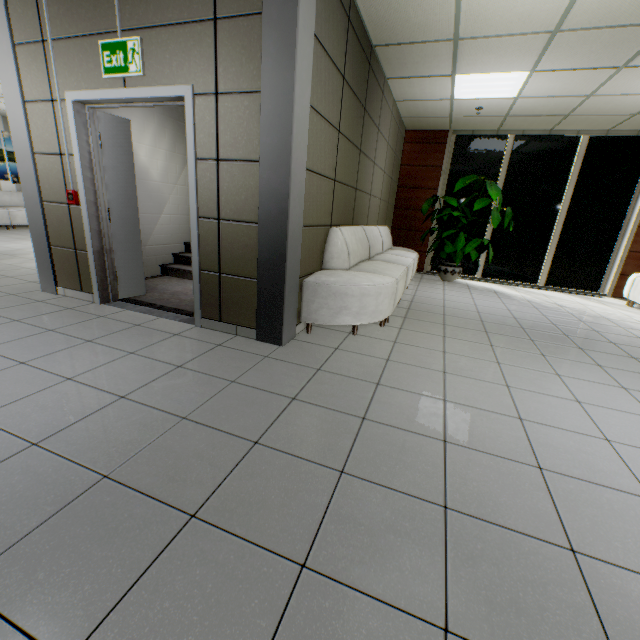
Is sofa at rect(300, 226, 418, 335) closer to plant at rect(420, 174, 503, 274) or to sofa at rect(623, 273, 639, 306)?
plant at rect(420, 174, 503, 274)

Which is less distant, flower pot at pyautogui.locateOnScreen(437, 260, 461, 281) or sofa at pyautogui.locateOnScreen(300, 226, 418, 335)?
sofa at pyautogui.locateOnScreen(300, 226, 418, 335)

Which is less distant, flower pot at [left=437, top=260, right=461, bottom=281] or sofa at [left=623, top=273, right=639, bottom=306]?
sofa at [left=623, top=273, right=639, bottom=306]

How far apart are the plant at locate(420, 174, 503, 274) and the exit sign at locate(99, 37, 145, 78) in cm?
559

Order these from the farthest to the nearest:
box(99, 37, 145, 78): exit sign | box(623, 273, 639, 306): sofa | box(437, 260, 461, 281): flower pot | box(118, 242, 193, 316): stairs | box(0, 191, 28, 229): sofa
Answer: box(0, 191, 28, 229): sofa < box(437, 260, 461, 281): flower pot < box(623, 273, 639, 306): sofa < box(118, 242, 193, 316): stairs < box(99, 37, 145, 78): exit sign

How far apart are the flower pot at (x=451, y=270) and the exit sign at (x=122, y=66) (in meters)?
6.21

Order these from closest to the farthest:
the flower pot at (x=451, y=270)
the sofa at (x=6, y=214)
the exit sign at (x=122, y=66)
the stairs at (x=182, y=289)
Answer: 1. the exit sign at (x=122, y=66)
2. the stairs at (x=182, y=289)
3. the flower pot at (x=451, y=270)
4. the sofa at (x=6, y=214)

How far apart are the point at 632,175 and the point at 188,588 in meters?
9.7
